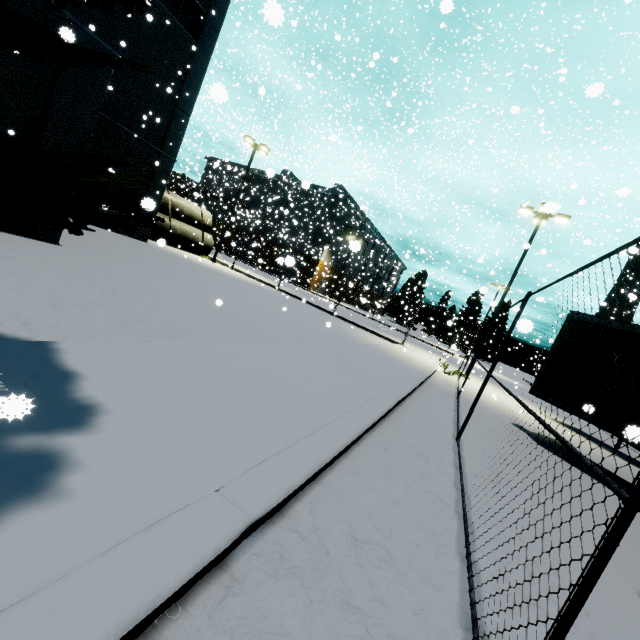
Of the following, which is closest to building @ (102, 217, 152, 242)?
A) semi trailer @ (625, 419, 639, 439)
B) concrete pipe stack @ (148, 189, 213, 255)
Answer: semi trailer @ (625, 419, 639, 439)

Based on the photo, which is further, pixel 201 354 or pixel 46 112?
pixel 46 112

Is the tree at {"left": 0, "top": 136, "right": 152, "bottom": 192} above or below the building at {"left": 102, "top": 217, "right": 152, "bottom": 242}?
above

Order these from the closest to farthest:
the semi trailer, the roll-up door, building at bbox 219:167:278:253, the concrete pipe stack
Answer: the semi trailer, the concrete pipe stack, building at bbox 219:167:278:253, the roll-up door

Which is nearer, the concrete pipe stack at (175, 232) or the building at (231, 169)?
the concrete pipe stack at (175, 232)

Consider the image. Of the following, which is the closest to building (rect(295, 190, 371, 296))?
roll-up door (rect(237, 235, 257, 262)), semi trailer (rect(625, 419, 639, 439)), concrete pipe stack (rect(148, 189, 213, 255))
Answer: roll-up door (rect(237, 235, 257, 262))

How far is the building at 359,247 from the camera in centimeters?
385cm

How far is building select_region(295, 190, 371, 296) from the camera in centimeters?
4101cm
